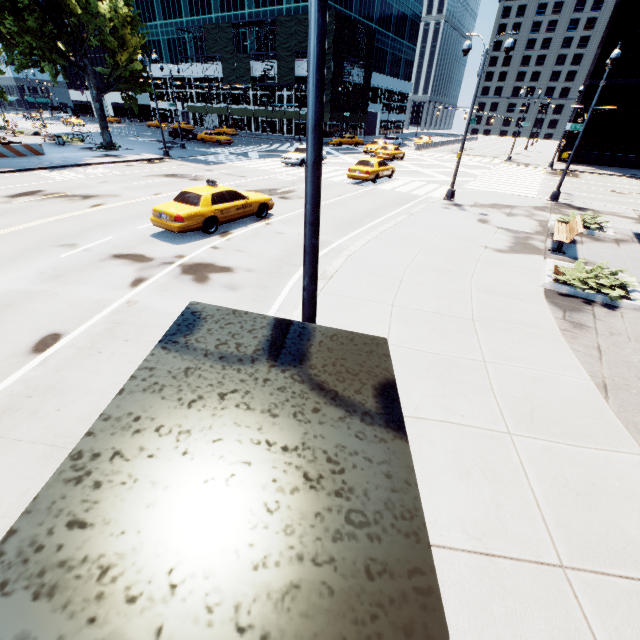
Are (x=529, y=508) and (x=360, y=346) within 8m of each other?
yes

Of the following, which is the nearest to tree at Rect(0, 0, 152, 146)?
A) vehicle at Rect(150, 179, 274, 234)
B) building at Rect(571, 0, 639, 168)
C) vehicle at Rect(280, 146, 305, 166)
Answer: vehicle at Rect(280, 146, 305, 166)

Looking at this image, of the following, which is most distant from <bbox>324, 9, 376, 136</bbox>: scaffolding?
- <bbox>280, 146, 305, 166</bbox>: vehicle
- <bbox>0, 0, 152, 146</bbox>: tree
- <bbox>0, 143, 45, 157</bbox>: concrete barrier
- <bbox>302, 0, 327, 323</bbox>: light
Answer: <bbox>302, 0, 327, 323</bbox>: light

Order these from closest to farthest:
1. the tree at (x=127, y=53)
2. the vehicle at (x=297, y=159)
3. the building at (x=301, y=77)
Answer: the tree at (x=127, y=53) < the vehicle at (x=297, y=159) < the building at (x=301, y=77)

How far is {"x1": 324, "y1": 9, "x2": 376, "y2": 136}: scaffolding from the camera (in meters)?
45.50

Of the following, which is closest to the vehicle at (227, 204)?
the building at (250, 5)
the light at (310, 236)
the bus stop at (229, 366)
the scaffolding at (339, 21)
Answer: the light at (310, 236)

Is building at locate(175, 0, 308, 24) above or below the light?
above

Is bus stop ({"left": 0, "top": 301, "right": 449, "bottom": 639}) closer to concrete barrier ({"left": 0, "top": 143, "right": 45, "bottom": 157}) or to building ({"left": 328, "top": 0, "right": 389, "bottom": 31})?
concrete barrier ({"left": 0, "top": 143, "right": 45, "bottom": 157})
